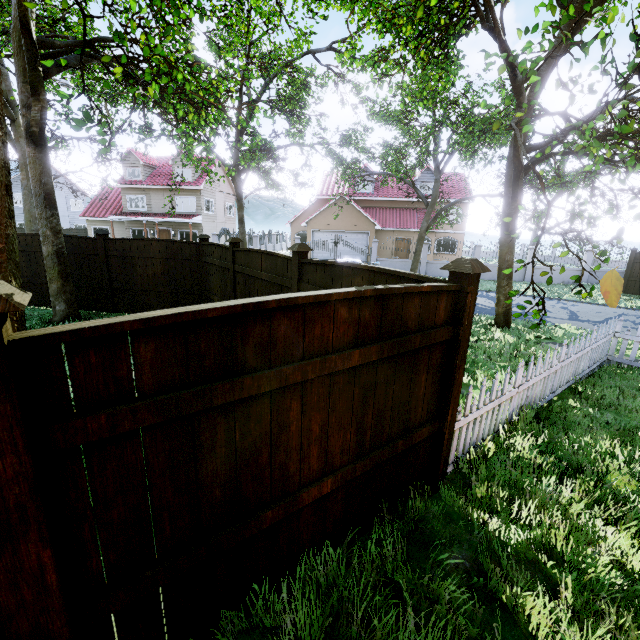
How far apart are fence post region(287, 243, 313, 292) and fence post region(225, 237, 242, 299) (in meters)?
2.59

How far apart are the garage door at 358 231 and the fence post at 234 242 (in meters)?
21.69

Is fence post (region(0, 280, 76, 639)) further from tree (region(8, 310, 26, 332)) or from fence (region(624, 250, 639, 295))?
fence (region(624, 250, 639, 295))

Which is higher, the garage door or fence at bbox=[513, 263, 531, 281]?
the garage door

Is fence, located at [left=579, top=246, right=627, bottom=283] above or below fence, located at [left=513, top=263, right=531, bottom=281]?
above

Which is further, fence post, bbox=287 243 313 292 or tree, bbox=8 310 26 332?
fence post, bbox=287 243 313 292

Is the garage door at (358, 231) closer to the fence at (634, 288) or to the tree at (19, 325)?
the tree at (19, 325)

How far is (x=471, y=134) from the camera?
11.7m
